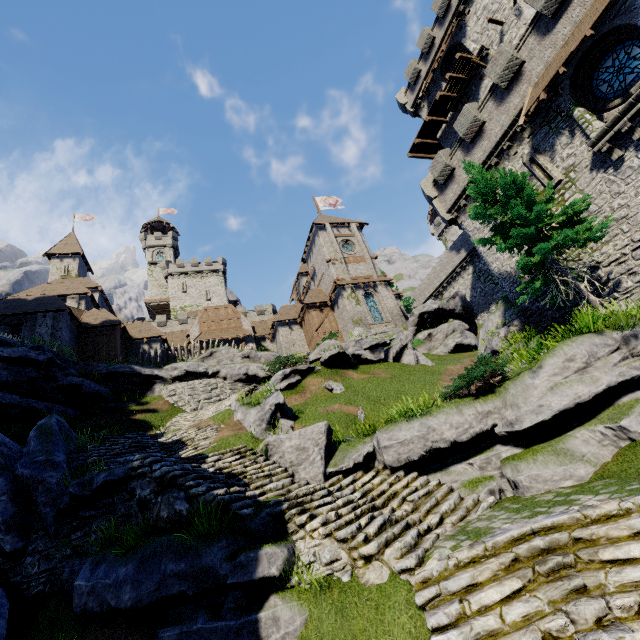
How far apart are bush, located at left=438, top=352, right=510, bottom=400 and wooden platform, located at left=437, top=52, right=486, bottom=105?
25.7m

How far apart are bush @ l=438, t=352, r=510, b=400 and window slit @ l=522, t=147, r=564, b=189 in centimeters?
1164cm

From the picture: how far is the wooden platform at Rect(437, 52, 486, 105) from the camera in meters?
24.5

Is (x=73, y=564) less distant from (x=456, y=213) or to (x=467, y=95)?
(x=456, y=213)

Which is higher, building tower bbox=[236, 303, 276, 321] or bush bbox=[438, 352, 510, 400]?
building tower bbox=[236, 303, 276, 321]

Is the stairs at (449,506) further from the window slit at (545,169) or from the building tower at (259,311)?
the building tower at (259,311)

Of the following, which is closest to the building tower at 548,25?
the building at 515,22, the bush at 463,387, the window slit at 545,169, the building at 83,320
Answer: the window slit at 545,169

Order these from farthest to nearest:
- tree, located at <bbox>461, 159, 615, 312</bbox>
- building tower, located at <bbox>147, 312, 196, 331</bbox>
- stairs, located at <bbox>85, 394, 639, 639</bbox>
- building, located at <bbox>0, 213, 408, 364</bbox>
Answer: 1. building tower, located at <bbox>147, 312, 196, 331</bbox>
2. building, located at <bbox>0, 213, 408, 364</bbox>
3. tree, located at <bbox>461, 159, 615, 312</bbox>
4. stairs, located at <bbox>85, 394, 639, 639</bbox>
